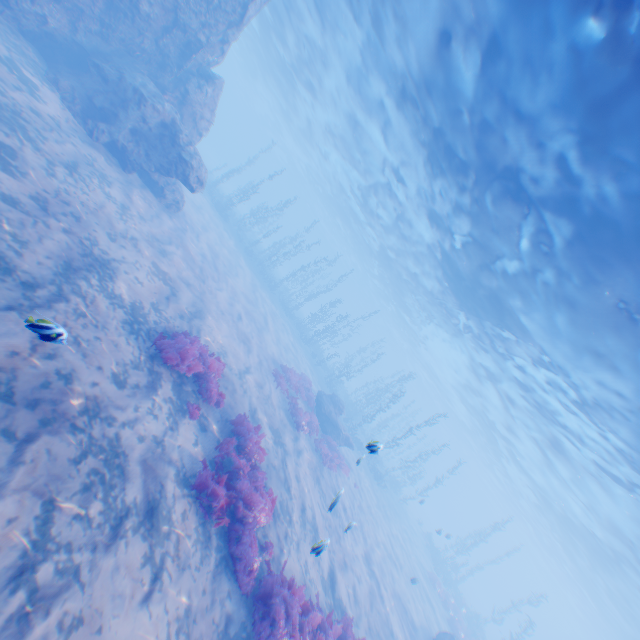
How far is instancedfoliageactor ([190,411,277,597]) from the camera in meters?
6.9 m

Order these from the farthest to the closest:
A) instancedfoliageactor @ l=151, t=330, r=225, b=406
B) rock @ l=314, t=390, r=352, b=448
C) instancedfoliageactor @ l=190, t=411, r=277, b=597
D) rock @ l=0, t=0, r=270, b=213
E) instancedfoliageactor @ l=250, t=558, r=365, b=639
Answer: rock @ l=314, t=390, r=352, b=448, rock @ l=0, t=0, r=270, b=213, instancedfoliageactor @ l=151, t=330, r=225, b=406, instancedfoliageactor @ l=190, t=411, r=277, b=597, instancedfoliageactor @ l=250, t=558, r=365, b=639

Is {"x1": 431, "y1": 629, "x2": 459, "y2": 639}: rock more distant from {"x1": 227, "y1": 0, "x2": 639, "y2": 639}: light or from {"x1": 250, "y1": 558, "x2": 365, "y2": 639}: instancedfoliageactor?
{"x1": 227, "y1": 0, "x2": 639, "y2": 639}: light

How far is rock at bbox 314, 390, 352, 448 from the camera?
20.55m

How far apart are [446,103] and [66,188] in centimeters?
1363cm

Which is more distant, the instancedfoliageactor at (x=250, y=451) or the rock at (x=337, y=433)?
the rock at (x=337, y=433)

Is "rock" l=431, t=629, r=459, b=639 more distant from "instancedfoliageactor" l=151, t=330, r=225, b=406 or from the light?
"instancedfoliageactor" l=151, t=330, r=225, b=406

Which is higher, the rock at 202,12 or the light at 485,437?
the light at 485,437
